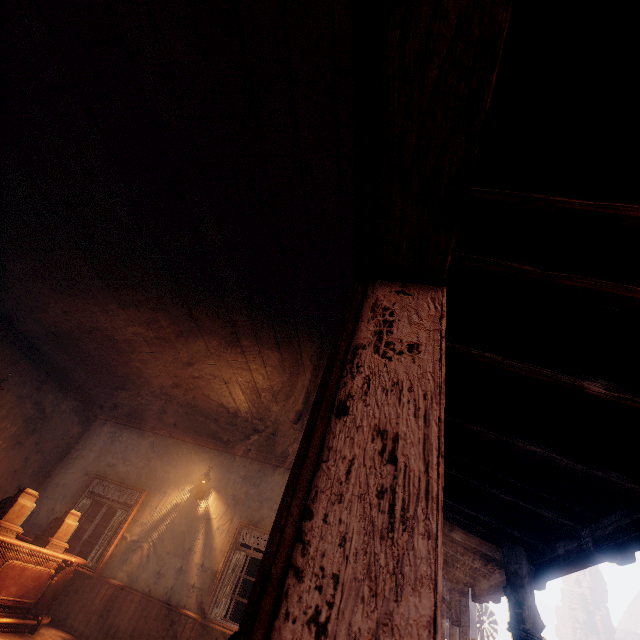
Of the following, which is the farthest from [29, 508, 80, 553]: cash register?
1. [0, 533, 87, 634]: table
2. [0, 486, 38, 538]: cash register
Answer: [0, 486, 38, 538]: cash register

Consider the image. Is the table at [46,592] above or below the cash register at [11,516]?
below

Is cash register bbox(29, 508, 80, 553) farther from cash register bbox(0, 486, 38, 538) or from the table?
cash register bbox(0, 486, 38, 538)

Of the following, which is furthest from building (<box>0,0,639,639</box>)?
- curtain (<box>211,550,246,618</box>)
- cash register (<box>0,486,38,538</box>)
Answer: cash register (<box>0,486,38,538</box>)

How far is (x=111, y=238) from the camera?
4.0 meters

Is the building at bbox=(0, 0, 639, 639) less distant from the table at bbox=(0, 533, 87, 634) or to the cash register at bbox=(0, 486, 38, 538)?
the table at bbox=(0, 533, 87, 634)

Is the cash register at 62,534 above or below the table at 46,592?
above

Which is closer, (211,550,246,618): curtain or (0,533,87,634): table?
(0,533,87,634): table
